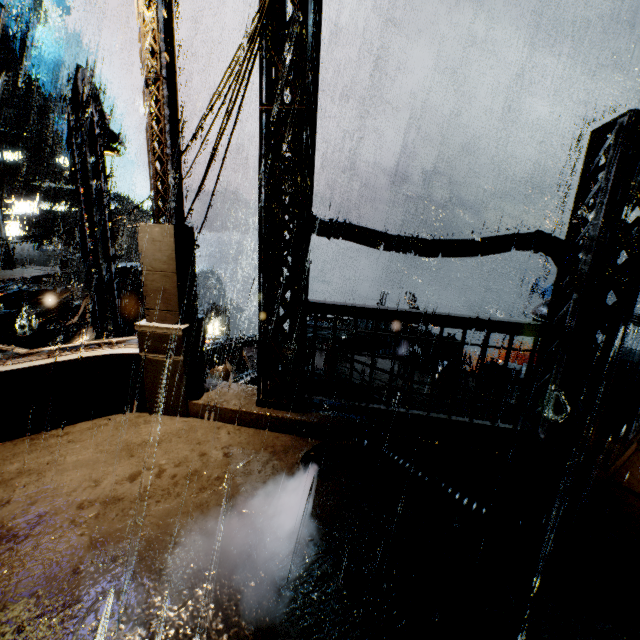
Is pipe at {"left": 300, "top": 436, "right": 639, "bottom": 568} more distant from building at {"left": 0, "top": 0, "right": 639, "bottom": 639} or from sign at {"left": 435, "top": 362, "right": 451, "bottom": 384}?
sign at {"left": 435, "top": 362, "right": 451, "bottom": 384}

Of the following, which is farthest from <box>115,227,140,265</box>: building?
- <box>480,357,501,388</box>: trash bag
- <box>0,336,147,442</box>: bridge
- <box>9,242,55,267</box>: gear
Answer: <box>9,242,55,267</box>: gear

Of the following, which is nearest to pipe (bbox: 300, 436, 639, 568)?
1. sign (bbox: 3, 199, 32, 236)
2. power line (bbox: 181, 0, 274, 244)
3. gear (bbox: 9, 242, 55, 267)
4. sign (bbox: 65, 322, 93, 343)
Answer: power line (bbox: 181, 0, 274, 244)

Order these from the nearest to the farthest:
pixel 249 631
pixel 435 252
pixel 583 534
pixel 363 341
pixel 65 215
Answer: pixel 249 631, pixel 583 534, pixel 435 252, pixel 363 341, pixel 65 215

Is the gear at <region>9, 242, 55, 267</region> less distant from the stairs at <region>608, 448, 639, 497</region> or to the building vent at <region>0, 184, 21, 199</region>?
the building vent at <region>0, 184, 21, 199</region>

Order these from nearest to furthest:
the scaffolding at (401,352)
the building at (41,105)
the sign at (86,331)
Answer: the scaffolding at (401,352) < the sign at (86,331) < the building at (41,105)

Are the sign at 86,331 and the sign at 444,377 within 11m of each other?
no

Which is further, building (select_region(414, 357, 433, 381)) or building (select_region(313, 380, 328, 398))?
building (select_region(414, 357, 433, 381))
